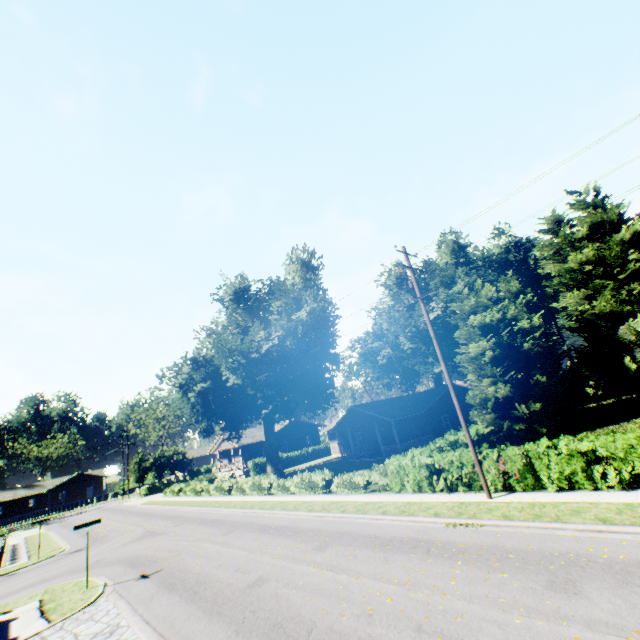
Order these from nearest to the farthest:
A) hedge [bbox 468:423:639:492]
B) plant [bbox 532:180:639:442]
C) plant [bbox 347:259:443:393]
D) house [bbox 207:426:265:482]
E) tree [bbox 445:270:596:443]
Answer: hedge [bbox 468:423:639:492]
tree [bbox 445:270:596:443]
plant [bbox 532:180:639:442]
plant [bbox 347:259:443:393]
house [bbox 207:426:265:482]

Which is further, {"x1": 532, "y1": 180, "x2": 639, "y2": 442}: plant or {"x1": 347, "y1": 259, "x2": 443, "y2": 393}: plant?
{"x1": 347, "y1": 259, "x2": 443, "y2": 393}: plant

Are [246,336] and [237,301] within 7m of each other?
yes

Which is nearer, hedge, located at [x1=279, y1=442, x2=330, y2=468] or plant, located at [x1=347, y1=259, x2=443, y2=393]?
plant, located at [x1=347, y1=259, x2=443, y2=393]

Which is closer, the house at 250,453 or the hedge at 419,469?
the hedge at 419,469

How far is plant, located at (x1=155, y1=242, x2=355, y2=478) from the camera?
29.23m

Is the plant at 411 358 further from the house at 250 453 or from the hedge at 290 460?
the hedge at 290 460
